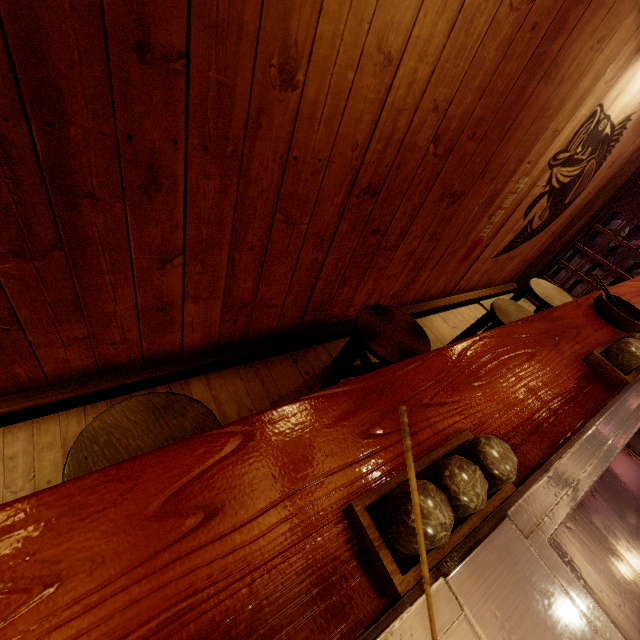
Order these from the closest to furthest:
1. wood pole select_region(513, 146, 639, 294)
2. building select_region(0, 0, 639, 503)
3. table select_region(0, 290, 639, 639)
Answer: table select_region(0, 290, 639, 639) < building select_region(0, 0, 639, 503) < wood pole select_region(513, 146, 639, 294)

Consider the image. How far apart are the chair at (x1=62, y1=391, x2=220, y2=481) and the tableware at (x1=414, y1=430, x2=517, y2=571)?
1.21m

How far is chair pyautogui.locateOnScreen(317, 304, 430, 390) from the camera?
3.32m

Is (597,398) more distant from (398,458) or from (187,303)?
(187,303)

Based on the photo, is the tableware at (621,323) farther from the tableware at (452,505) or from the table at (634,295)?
the tableware at (452,505)

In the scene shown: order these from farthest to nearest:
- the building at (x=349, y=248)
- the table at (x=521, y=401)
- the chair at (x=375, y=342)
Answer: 1. the chair at (x=375, y=342)
2. the building at (x=349, y=248)
3. the table at (x=521, y=401)

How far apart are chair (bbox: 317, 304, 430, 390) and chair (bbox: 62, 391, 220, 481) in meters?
1.7

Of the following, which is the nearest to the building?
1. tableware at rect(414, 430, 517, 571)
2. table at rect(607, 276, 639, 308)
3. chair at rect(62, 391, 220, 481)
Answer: chair at rect(62, 391, 220, 481)
